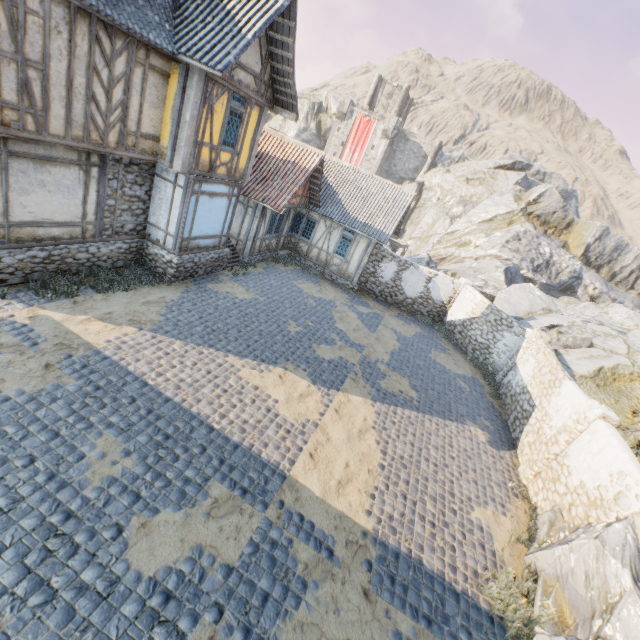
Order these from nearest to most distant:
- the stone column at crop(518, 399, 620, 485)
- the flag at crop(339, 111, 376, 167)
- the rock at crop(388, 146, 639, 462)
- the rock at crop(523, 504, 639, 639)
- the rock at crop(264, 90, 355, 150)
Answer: the rock at crop(523, 504, 639, 639), the stone column at crop(518, 399, 620, 485), the rock at crop(388, 146, 639, 462), the flag at crop(339, 111, 376, 167), the rock at crop(264, 90, 355, 150)

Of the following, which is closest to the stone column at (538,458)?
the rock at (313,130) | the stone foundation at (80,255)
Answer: the rock at (313,130)

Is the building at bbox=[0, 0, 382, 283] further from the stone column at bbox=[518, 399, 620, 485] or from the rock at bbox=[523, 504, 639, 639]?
the stone column at bbox=[518, 399, 620, 485]

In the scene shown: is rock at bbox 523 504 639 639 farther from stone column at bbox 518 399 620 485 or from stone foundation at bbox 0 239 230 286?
stone foundation at bbox 0 239 230 286

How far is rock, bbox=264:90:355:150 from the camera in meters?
50.4 m

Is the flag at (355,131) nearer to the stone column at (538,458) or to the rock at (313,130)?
the rock at (313,130)

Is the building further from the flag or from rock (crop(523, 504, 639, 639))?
rock (crop(523, 504, 639, 639))

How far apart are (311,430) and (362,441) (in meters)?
1.52
